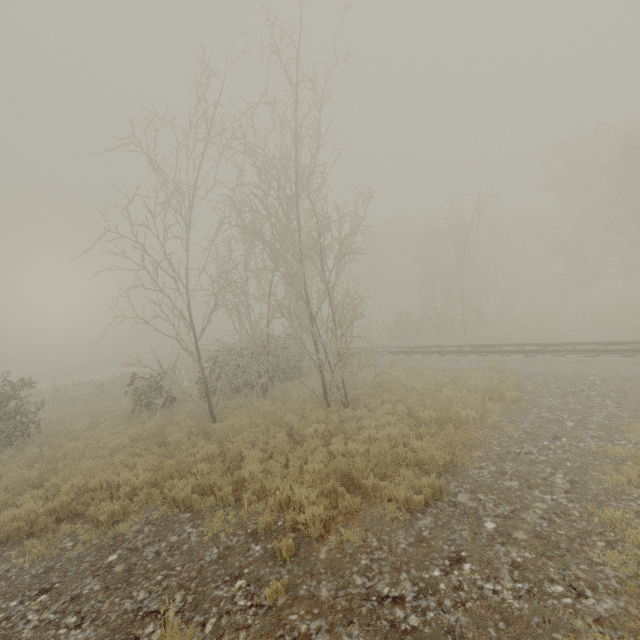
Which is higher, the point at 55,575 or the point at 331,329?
the point at 331,329
